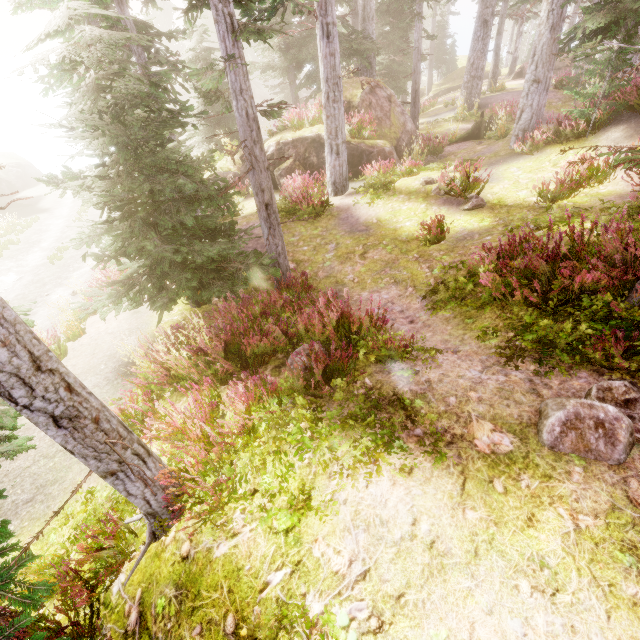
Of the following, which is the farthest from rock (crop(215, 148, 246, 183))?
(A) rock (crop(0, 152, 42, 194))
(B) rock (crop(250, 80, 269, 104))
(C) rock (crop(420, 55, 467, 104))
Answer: (B) rock (crop(250, 80, 269, 104))

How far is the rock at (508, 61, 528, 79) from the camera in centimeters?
2708cm

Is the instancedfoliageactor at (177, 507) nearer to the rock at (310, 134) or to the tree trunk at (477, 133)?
the rock at (310, 134)

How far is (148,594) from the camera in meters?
3.1 m

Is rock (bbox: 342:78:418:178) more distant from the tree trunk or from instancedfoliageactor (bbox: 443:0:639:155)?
the tree trunk

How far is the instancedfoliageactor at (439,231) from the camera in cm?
817

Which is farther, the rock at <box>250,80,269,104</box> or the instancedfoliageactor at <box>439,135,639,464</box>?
the rock at <box>250,80,269,104</box>
